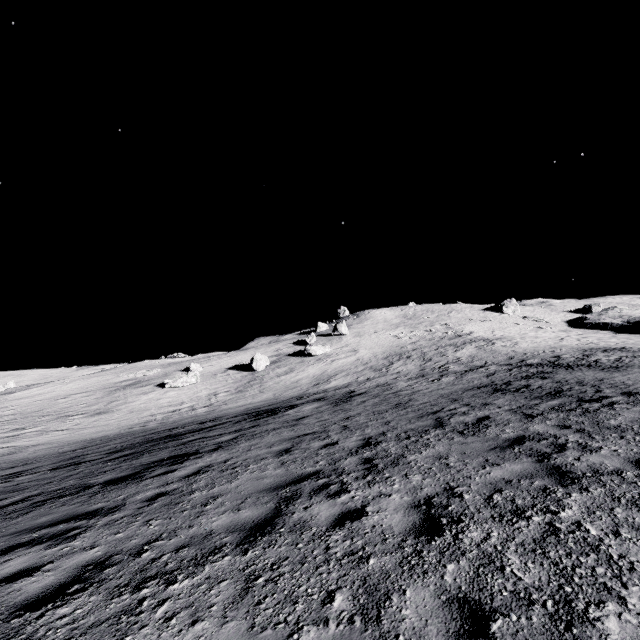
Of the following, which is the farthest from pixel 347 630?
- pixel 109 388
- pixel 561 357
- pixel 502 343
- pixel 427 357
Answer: pixel 109 388

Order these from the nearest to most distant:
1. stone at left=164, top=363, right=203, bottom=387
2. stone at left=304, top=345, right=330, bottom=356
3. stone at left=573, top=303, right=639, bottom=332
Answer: stone at left=164, top=363, right=203, bottom=387, stone at left=304, top=345, right=330, bottom=356, stone at left=573, top=303, right=639, bottom=332

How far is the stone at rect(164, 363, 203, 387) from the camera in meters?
35.6

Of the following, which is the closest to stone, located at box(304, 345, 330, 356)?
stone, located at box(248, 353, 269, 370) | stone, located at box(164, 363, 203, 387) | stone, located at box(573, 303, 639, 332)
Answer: stone, located at box(248, 353, 269, 370)

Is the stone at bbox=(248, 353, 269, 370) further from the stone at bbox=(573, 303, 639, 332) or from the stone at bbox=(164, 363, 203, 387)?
the stone at bbox=(573, 303, 639, 332)

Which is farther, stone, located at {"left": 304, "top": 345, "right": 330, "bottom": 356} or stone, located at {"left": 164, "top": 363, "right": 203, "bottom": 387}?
stone, located at {"left": 304, "top": 345, "right": 330, "bottom": 356}

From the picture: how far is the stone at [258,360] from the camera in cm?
3916

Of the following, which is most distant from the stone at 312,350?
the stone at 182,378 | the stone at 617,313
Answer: the stone at 617,313
